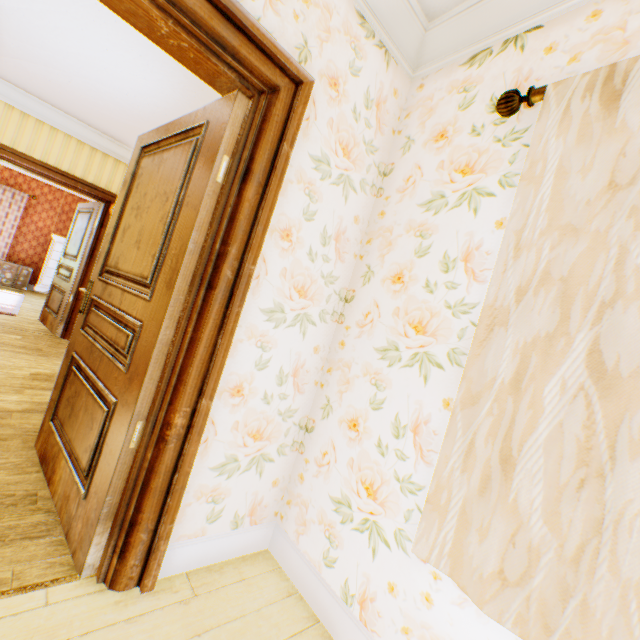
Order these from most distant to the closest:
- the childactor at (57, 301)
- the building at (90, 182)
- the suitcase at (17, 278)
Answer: the suitcase at (17, 278) → the childactor at (57, 301) → the building at (90, 182)

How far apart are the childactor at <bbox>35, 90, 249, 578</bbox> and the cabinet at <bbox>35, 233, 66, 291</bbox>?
8.5m

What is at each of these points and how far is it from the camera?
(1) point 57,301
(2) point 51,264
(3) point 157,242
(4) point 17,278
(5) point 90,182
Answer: (1) childactor, 5.4 meters
(2) cabinet, 8.6 meters
(3) childactor, 1.6 meters
(4) suitcase, 8.4 meters
(5) building, 4.9 meters

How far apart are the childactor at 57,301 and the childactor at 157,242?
3.7m

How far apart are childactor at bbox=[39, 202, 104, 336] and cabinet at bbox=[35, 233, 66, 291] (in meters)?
3.58

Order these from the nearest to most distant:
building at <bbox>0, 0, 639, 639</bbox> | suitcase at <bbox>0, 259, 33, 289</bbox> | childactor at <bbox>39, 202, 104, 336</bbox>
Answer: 1. building at <bbox>0, 0, 639, 639</bbox>
2. childactor at <bbox>39, 202, 104, 336</bbox>
3. suitcase at <bbox>0, 259, 33, 289</bbox>

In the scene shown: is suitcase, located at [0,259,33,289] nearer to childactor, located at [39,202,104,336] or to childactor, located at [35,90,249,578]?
childactor, located at [39,202,104,336]

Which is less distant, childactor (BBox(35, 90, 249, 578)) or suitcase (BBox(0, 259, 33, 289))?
childactor (BBox(35, 90, 249, 578))
